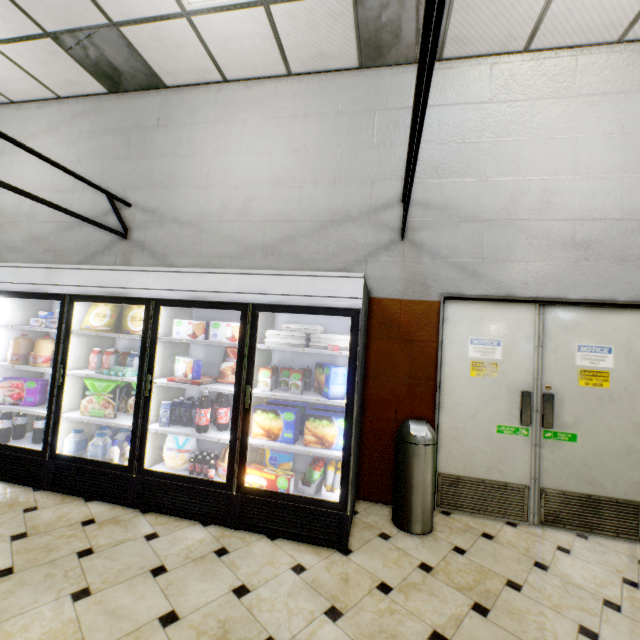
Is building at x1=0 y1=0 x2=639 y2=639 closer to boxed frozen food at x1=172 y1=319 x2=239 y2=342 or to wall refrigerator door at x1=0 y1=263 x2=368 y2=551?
wall refrigerator door at x1=0 y1=263 x2=368 y2=551

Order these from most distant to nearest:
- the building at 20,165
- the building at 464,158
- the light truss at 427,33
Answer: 1. the building at 20,165
2. the building at 464,158
3. the light truss at 427,33

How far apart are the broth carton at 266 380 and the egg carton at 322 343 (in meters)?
0.25

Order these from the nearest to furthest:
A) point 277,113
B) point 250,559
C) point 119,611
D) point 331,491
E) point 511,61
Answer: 1. point 119,611
2. point 250,559
3. point 331,491
4. point 511,61
5. point 277,113

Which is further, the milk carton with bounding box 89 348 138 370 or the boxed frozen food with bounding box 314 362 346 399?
the milk carton with bounding box 89 348 138 370

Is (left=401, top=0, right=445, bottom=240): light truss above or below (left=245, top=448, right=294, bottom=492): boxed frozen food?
above

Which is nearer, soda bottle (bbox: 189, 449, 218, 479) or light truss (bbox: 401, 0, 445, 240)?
light truss (bbox: 401, 0, 445, 240)

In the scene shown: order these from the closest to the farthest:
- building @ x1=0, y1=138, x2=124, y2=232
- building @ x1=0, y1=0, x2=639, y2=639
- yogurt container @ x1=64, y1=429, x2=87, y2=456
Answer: building @ x1=0, y1=0, x2=639, y2=639, yogurt container @ x1=64, y1=429, x2=87, y2=456, building @ x1=0, y1=138, x2=124, y2=232
